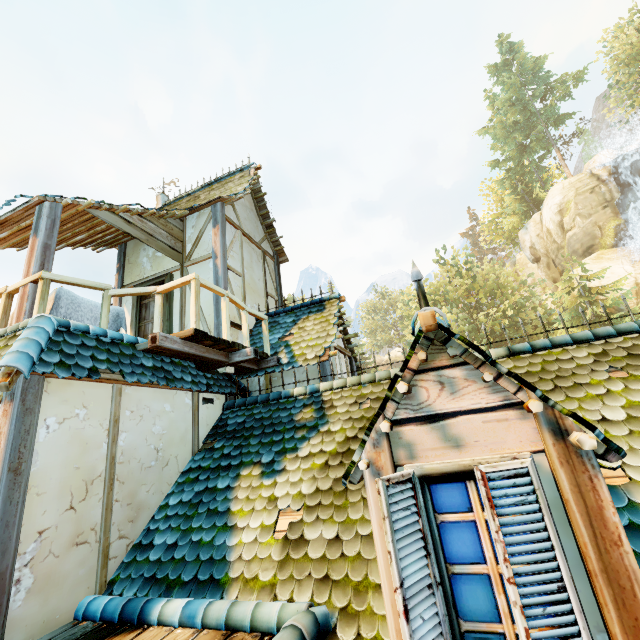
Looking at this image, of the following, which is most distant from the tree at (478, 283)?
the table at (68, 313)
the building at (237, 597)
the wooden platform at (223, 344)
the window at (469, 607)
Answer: the table at (68, 313)

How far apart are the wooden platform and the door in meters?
1.7 m

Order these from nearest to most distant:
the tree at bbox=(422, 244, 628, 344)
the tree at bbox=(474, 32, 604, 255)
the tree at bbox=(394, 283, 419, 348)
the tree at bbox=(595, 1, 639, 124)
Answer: the tree at bbox=(422, 244, 628, 344) → the tree at bbox=(595, 1, 639, 124) → the tree at bbox=(394, 283, 419, 348) → the tree at bbox=(474, 32, 604, 255)

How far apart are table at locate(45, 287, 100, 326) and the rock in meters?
43.4 m

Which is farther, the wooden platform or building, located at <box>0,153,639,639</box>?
the wooden platform

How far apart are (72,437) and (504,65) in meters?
56.1

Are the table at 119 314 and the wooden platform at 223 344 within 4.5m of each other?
yes

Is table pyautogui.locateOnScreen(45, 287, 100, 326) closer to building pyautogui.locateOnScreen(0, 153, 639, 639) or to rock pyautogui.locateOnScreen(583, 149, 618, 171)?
building pyautogui.locateOnScreen(0, 153, 639, 639)
